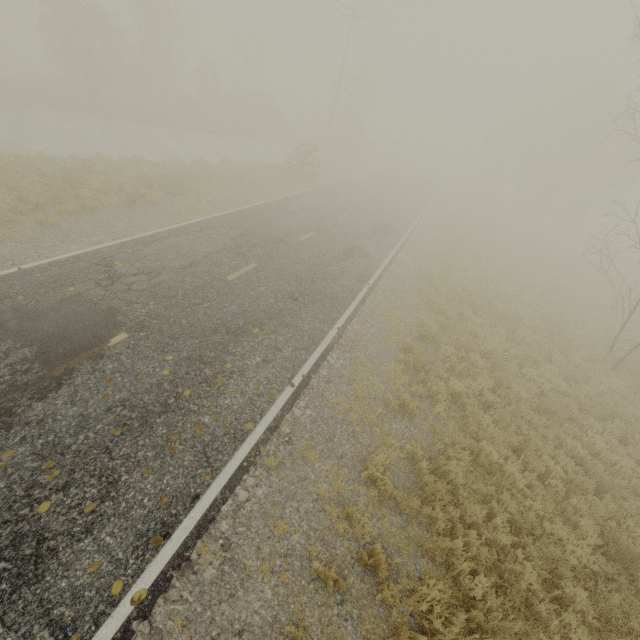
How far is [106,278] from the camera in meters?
8.3
